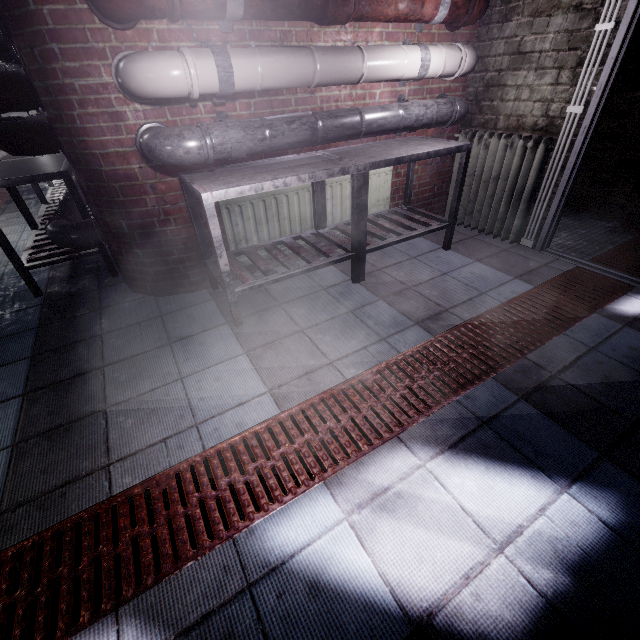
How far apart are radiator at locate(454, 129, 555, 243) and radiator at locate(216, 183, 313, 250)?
1.54m

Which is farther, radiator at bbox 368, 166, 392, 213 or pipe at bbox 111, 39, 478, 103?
radiator at bbox 368, 166, 392, 213

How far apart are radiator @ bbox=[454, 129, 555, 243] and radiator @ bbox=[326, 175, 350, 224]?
0.73m

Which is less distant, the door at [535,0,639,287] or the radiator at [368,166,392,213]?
the door at [535,0,639,287]

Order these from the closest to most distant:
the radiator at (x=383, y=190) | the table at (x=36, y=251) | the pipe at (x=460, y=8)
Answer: the pipe at (x=460, y=8)
the table at (x=36, y=251)
the radiator at (x=383, y=190)

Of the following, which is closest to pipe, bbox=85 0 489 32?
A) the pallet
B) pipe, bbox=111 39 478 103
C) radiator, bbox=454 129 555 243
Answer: pipe, bbox=111 39 478 103

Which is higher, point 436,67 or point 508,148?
point 436,67

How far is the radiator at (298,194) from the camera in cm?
234
